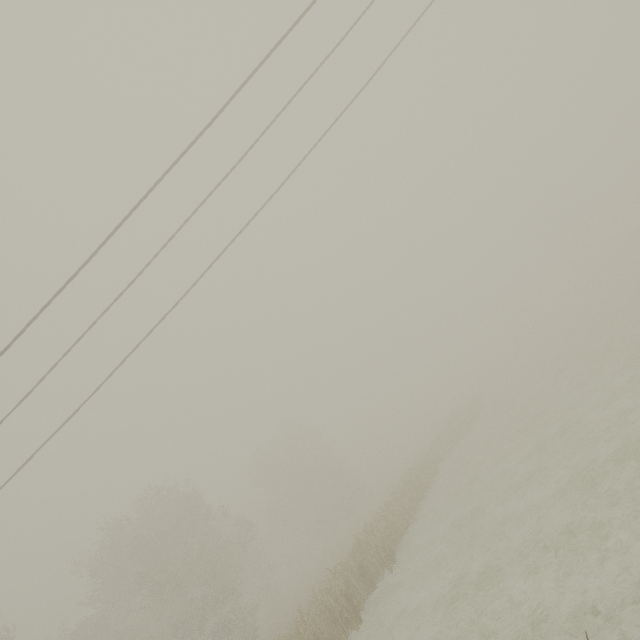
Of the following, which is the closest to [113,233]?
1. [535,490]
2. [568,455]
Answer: [535,490]

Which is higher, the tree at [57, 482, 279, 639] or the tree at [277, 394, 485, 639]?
the tree at [57, 482, 279, 639]

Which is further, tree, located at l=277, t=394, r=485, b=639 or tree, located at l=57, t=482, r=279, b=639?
tree, located at l=57, t=482, r=279, b=639

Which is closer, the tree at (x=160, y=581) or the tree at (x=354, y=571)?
the tree at (x=354, y=571)

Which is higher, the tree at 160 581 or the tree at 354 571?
the tree at 160 581
